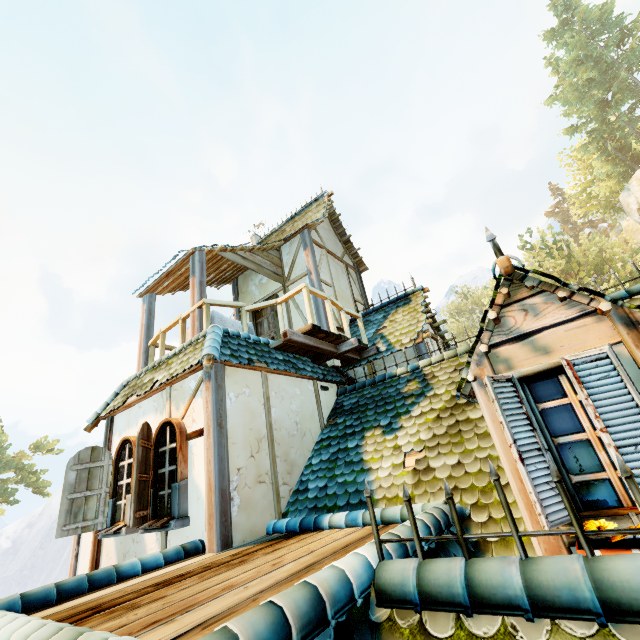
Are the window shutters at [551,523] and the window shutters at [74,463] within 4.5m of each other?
no

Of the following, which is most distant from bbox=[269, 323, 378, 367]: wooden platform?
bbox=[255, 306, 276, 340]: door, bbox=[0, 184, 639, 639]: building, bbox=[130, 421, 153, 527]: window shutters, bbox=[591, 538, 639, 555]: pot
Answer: bbox=[591, 538, 639, 555]: pot

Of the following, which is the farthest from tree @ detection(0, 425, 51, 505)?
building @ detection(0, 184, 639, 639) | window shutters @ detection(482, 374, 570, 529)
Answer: window shutters @ detection(482, 374, 570, 529)

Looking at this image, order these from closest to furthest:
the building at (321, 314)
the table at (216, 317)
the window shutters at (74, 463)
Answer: the window shutters at (74, 463) < the table at (216, 317) < the building at (321, 314)

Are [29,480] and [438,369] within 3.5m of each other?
no

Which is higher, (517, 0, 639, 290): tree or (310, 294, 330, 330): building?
(517, 0, 639, 290): tree

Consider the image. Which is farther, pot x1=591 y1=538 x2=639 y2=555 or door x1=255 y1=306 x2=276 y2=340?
door x1=255 y1=306 x2=276 y2=340

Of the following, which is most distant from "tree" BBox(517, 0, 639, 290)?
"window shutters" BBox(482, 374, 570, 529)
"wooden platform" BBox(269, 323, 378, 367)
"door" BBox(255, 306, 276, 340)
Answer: "door" BBox(255, 306, 276, 340)
